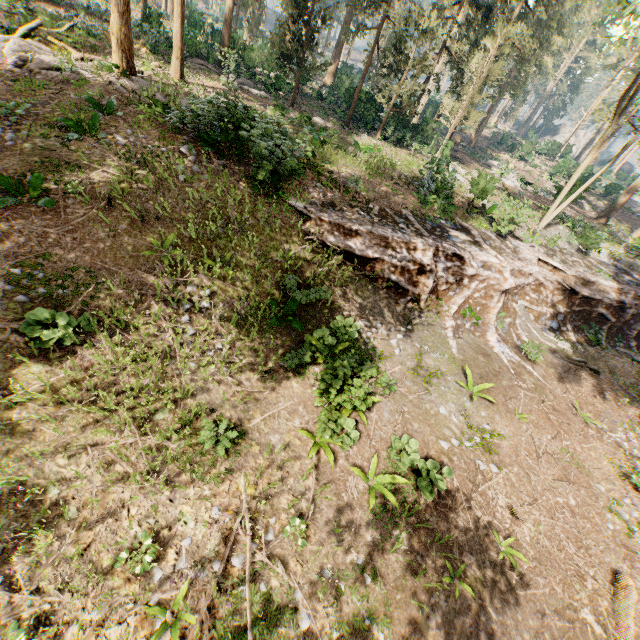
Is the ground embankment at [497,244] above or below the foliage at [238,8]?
below

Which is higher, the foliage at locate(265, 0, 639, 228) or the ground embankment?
the foliage at locate(265, 0, 639, 228)

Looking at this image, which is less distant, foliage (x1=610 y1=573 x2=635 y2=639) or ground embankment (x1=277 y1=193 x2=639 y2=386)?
foliage (x1=610 y1=573 x2=635 y2=639)

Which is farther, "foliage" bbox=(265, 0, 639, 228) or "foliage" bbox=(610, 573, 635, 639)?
"foliage" bbox=(265, 0, 639, 228)

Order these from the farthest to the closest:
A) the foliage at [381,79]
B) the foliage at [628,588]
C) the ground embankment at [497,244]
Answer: the foliage at [381,79] < the ground embankment at [497,244] < the foliage at [628,588]

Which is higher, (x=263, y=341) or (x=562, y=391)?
(x=263, y=341)
